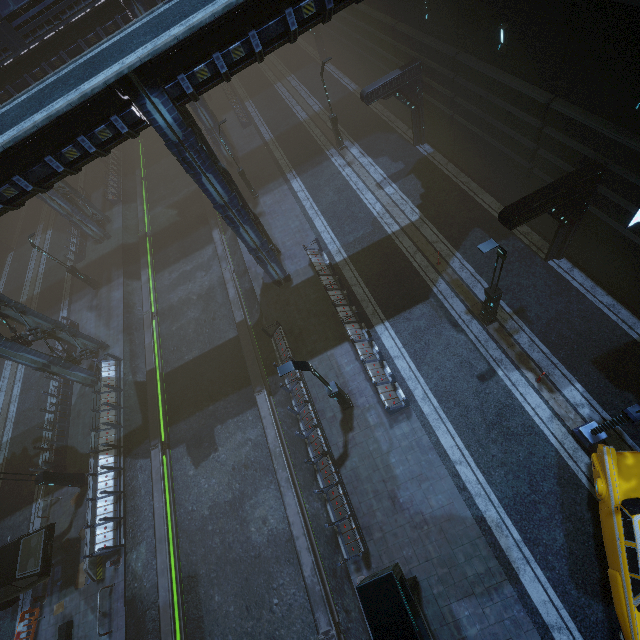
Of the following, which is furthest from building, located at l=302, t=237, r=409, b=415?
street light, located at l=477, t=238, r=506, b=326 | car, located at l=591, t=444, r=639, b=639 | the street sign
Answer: car, located at l=591, t=444, r=639, b=639

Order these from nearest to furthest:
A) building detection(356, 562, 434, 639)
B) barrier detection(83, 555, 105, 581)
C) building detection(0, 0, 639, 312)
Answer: building detection(356, 562, 434, 639), building detection(0, 0, 639, 312), barrier detection(83, 555, 105, 581)

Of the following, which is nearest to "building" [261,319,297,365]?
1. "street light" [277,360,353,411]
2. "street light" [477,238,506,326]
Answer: "street light" [277,360,353,411]

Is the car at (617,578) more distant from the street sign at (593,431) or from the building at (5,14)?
the building at (5,14)

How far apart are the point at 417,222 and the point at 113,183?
32.00m

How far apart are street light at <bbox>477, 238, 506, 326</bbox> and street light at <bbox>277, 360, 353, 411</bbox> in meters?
6.7

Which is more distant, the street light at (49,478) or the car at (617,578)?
the street light at (49,478)

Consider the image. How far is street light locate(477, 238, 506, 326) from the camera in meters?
10.2 m
